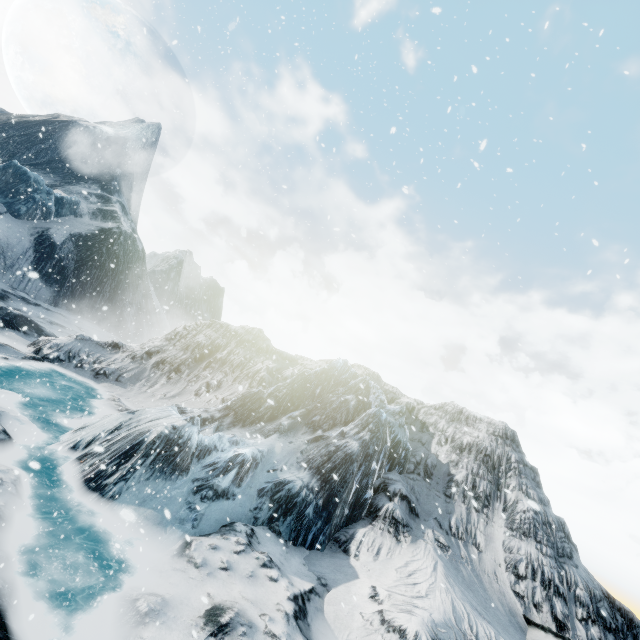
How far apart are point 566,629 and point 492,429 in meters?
5.8
